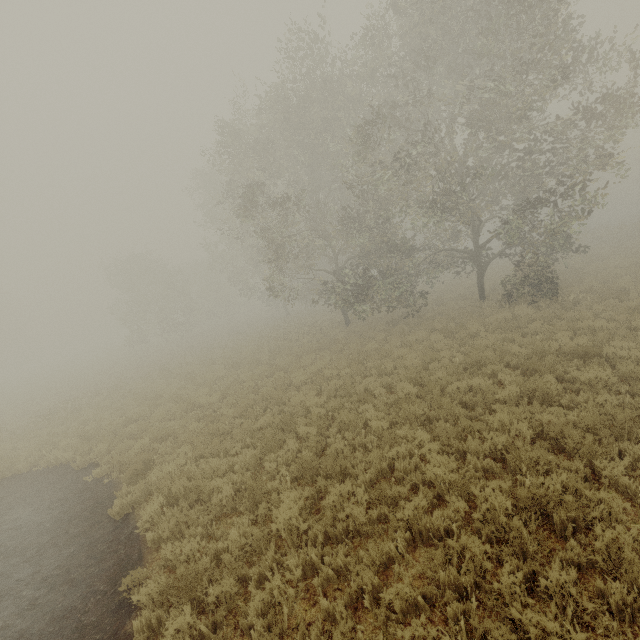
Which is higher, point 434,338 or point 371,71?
point 371,71
